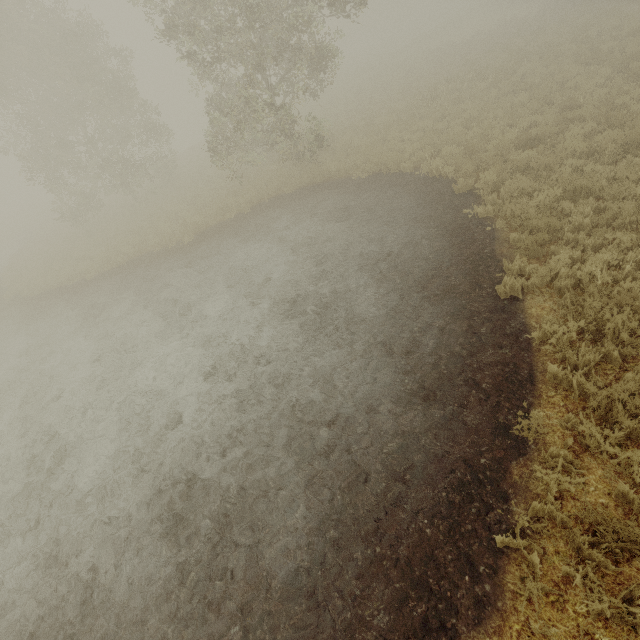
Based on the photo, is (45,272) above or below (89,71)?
below
